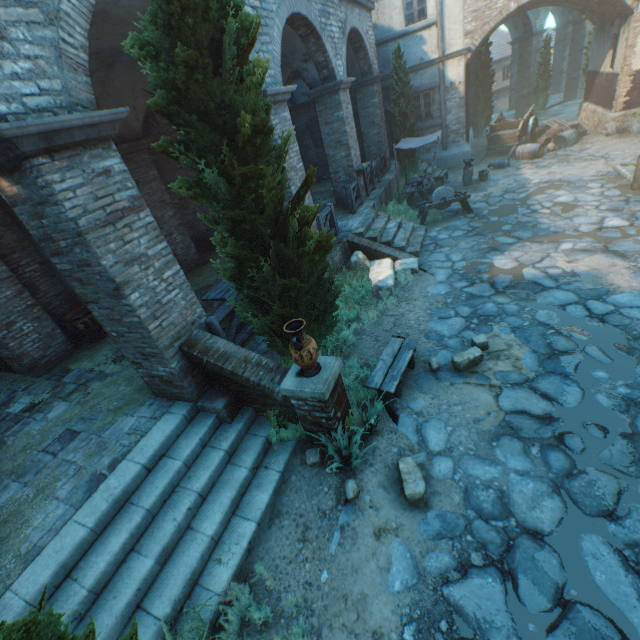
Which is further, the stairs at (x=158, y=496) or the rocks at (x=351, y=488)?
the rocks at (x=351, y=488)

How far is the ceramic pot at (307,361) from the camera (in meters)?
4.02

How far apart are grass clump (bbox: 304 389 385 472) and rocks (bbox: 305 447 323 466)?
0.3m

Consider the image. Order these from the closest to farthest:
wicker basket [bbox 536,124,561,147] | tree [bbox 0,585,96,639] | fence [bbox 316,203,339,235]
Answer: tree [bbox 0,585,96,639] → fence [bbox 316,203,339,235] → wicker basket [bbox 536,124,561,147]

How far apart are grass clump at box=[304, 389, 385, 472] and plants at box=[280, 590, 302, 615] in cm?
120

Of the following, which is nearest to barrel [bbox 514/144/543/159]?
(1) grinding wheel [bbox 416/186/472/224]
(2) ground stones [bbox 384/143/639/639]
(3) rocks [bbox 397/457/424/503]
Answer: (2) ground stones [bbox 384/143/639/639]

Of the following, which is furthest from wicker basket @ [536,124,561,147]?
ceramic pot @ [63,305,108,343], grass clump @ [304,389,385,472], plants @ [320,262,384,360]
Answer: ceramic pot @ [63,305,108,343]

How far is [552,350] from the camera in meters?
5.5
